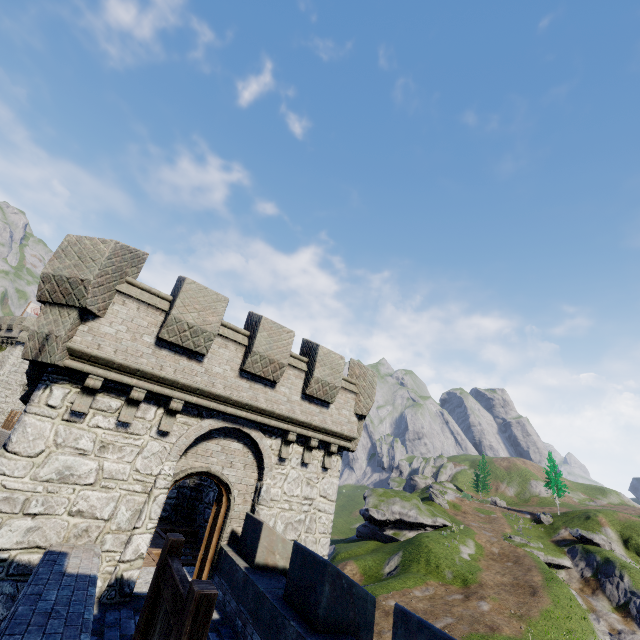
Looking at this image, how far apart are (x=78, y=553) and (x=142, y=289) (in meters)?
5.97
